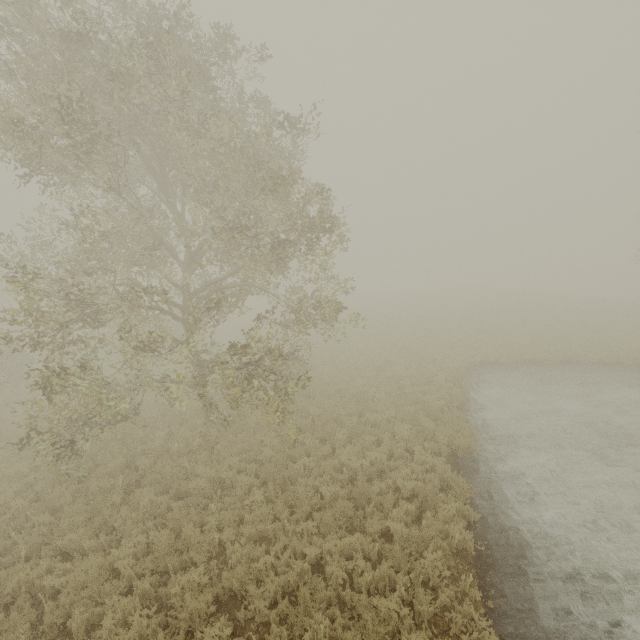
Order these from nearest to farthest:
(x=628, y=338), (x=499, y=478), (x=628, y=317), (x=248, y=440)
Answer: (x=499, y=478) < (x=248, y=440) < (x=628, y=338) < (x=628, y=317)
